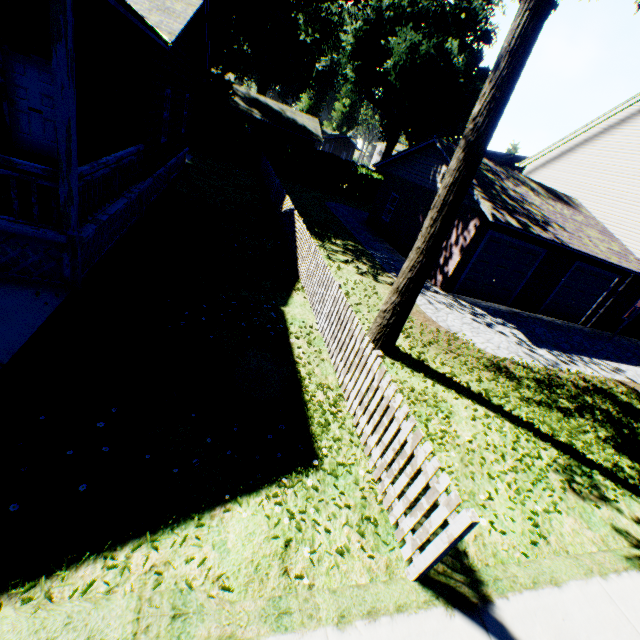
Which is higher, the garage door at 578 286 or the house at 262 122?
the house at 262 122

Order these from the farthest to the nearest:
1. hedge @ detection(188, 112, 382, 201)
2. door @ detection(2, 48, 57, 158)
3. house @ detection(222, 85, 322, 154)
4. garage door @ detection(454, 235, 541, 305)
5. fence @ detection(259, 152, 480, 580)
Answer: house @ detection(222, 85, 322, 154), hedge @ detection(188, 112, 382, 201), garage door @ detection(454, 235, 541, 305), door @ detection(2, 48, 57, 158), fence @ detection(259, 152, 480, 580)

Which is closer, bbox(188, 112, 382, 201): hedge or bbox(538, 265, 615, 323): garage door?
bbox(538, 265, 615, 323): garage door

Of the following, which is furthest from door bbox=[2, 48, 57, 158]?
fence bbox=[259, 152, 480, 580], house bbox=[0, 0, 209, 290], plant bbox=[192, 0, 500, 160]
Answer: plant bbox=[192, 0, 500, 160]

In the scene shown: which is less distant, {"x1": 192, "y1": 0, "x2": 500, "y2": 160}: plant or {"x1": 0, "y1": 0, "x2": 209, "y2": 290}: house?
{"x1": 0, "y1": 0, "x2": 209, "y2": 290}: house

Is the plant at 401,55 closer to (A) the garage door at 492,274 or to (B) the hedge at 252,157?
(B) the hedge at 252,157

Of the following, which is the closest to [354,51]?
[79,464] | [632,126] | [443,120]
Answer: [443,120]

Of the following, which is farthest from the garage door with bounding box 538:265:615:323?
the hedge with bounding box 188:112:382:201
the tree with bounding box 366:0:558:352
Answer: the hedge with bounding box 188:112:382:201
